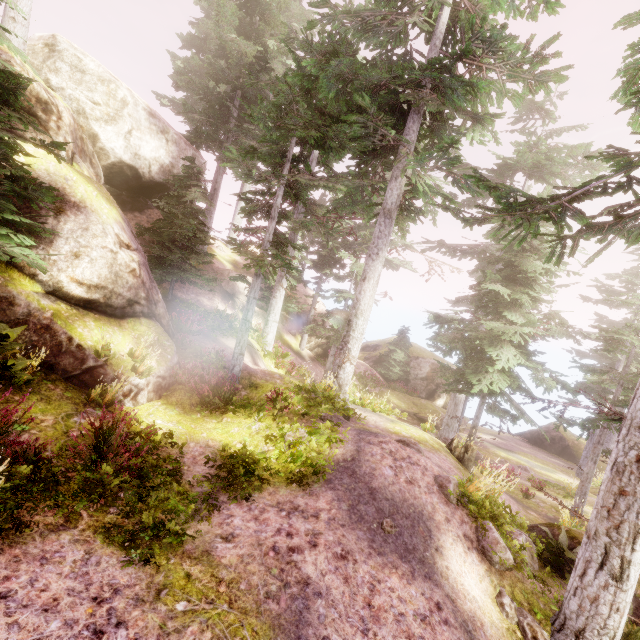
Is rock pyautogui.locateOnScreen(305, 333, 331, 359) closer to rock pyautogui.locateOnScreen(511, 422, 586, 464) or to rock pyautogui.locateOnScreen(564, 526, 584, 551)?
rock pyautogui.locateOnScreen(564, 526, 584, 551)

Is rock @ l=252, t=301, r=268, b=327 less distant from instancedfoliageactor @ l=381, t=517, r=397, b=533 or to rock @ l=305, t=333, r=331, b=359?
instancedfoliageactor @ l=381, t=517, r=397, b=533

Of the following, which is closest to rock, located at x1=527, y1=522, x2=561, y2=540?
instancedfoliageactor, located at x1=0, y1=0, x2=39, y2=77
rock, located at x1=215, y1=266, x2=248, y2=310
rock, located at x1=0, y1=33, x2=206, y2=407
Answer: instancedfoliageactor, located at x1=0, y1=0, x2=39, y2=77

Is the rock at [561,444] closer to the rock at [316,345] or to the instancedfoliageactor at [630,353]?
the instancedfoliageactor at [630,353]

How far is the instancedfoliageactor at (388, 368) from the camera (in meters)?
25.89

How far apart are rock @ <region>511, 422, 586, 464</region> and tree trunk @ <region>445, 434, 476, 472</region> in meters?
23.3

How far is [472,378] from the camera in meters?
13.9

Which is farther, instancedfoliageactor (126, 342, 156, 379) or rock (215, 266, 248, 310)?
rock (215, 266, 248, 310)
